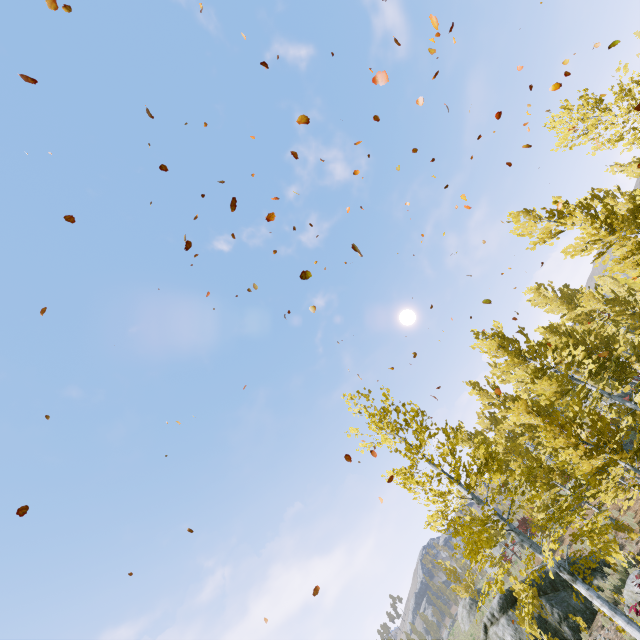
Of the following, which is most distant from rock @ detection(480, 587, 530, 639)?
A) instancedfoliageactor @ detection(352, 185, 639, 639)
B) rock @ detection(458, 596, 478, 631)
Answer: rock @ detection(458, 596, 478, 631)

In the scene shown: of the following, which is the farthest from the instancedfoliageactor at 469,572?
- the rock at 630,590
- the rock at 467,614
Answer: the rock at 467,614

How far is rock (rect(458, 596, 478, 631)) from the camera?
29.3 meters

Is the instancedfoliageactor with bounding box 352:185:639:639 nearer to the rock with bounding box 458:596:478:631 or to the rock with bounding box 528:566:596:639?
the rock with bounding box 528:566:596:639

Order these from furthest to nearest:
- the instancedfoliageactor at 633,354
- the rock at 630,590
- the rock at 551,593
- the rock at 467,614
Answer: the rock at 467,614
the rock at 551,593
the rock at 630,590
the instancedfoliageactor at 633,354

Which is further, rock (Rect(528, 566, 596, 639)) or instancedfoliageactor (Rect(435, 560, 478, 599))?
instancedfoliageactor (Rect(435, 560, 478, 599))

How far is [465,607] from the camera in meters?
30.0 m

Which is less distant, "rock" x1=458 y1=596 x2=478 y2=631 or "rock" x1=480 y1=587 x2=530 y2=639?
"rock" x1=480 y1=587 x2=530 y2=639
